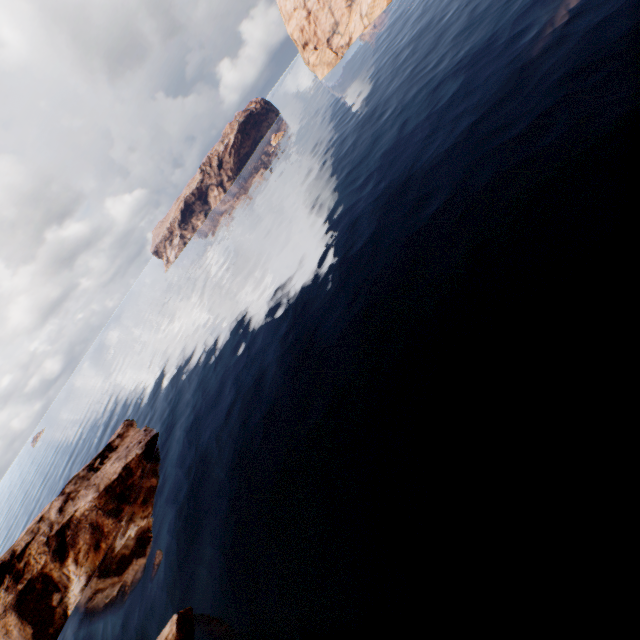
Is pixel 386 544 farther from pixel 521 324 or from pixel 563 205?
pixel 563 205

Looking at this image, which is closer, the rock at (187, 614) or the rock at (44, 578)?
the rock at (187, 614)

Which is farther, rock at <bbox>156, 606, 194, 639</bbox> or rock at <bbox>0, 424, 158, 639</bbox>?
rock at <bbox>0, 424, 158, 639</bbox>
